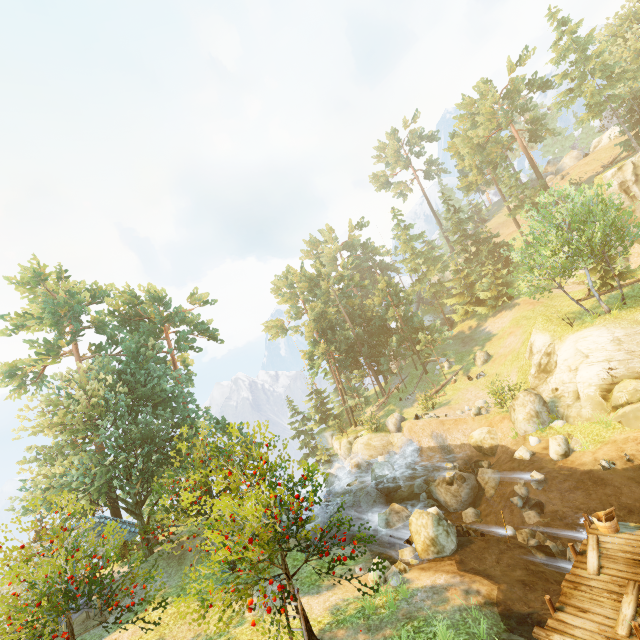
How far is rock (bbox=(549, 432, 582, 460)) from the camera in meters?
17.5 m

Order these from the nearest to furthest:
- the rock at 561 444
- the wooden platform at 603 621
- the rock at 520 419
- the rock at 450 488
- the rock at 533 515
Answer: the wooden platform at 603 621 < the rock at 533 515 < the rock at 561 444 < the rock at 450 488 < the rock at 520 419

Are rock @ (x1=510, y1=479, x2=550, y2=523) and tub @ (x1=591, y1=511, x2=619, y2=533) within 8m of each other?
yes

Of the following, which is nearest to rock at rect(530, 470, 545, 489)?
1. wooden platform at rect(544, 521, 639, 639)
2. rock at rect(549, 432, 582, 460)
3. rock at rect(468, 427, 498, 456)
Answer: rock at rect(549, 432, 582, 460)

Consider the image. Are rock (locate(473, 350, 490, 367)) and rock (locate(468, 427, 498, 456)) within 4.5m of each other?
no

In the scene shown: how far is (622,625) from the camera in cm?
797

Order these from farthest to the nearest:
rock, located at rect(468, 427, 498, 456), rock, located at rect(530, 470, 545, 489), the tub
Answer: rock, located at rect(468, 427, 498, 456) → rock, located at rect(530, 470, 545, 489) → the tub

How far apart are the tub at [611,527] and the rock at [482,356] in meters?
24.6 m
